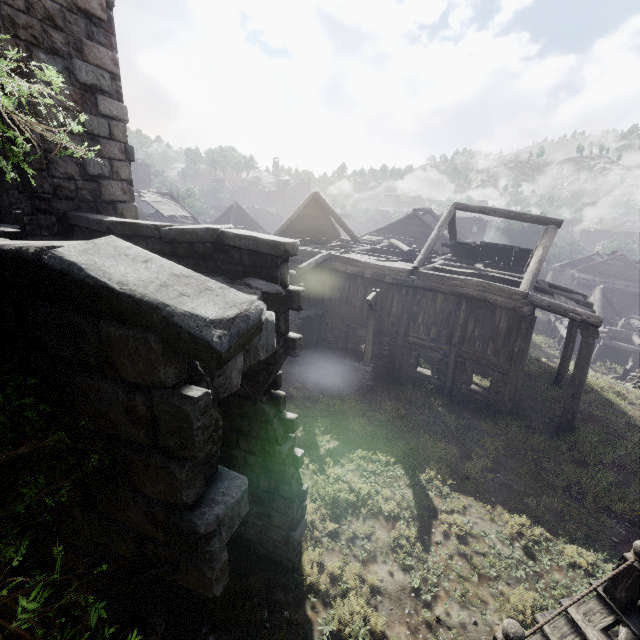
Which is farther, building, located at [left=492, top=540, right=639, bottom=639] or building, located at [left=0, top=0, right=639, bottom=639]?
building, located at [left=492, top=540, right=639, bottom=639]

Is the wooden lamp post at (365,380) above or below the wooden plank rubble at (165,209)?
below

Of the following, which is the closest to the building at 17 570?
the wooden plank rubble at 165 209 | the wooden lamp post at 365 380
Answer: the wooden plank rubble at 165 209

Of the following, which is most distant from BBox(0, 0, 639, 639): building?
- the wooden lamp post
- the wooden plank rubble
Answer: the wooden lamp post

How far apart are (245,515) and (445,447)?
7.4m

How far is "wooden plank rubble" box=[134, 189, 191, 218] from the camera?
27.66m

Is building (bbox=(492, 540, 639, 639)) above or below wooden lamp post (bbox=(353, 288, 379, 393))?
above
